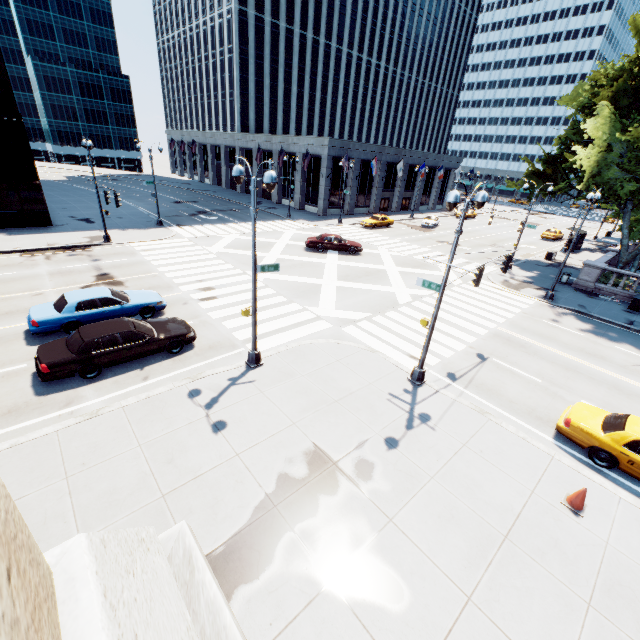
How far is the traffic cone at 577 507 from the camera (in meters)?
8.27

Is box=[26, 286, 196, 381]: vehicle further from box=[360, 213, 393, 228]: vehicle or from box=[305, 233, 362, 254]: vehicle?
box=[360, 213, 393, 228]: vehicle

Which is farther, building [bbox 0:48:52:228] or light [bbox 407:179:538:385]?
building [bbox 0:48:52:228]

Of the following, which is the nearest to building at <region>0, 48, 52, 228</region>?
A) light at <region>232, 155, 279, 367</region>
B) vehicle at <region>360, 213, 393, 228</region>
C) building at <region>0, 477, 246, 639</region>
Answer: light at <region>232, 155, 279, 367</region>

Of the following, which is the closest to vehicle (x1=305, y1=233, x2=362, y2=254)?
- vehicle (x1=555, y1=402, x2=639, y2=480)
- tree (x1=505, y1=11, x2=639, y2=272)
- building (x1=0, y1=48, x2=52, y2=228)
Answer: tree (x1=505, y1=11, x2=639, y2=272)

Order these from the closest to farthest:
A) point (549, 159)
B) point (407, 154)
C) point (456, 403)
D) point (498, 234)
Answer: point (456, 403) → point (549, 159) → point (498, 234) → point (407, 154)

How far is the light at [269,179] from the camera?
9.23m

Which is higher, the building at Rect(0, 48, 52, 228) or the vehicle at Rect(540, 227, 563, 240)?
the vehicle at Rect(540, 227, 563, 240)
